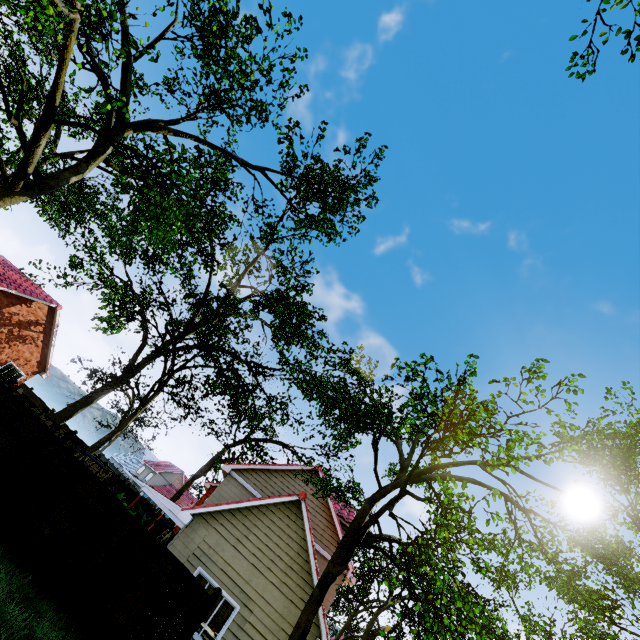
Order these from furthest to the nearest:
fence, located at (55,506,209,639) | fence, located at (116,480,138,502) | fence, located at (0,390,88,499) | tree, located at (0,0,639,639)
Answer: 1. fence, located at (116,480,138,502)
2. fence, located at (0,390,88,499)
3. fence, located at (55,506,209,639)
4. tree, located at (0,0,639,639)

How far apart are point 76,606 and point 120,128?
12.16m

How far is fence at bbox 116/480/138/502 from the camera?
25.9m

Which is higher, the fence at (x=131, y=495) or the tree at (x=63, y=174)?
the tree at (x=63, y=174)

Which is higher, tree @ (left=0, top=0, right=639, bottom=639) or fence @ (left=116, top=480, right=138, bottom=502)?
tree @ (left=0, top=0, right=639, bottom=639)

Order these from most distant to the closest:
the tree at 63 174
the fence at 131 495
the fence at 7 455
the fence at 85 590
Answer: the fence at 131 495 < the fence at 7 455 < the fence at 85 590 < the tree at 63 174

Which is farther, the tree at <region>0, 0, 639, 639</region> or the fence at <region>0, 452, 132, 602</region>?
the fence at <region>0, 452, 132, 602</region>

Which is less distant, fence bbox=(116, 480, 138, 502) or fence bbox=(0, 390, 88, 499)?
fence bbox=(0, 390, 88, 499)
